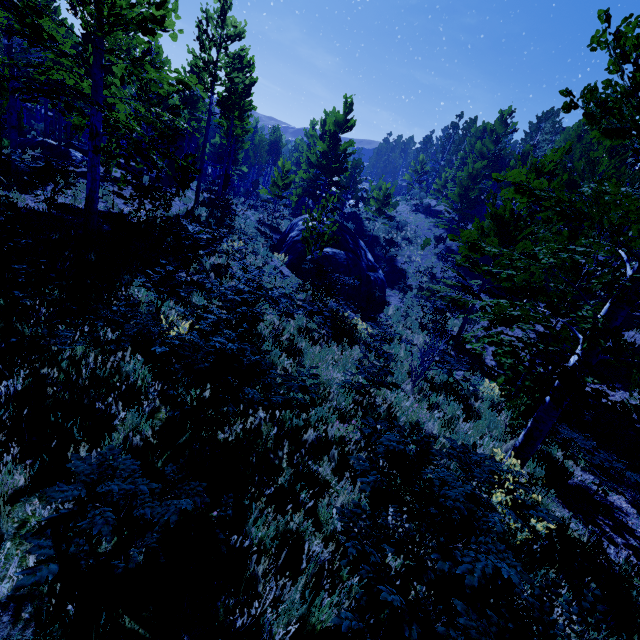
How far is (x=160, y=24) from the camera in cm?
650

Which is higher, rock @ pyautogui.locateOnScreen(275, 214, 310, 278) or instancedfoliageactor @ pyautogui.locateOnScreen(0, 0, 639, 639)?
instancedfoliageactor @ pyautogui.locateOnScreen(0, 0, 639, 639)

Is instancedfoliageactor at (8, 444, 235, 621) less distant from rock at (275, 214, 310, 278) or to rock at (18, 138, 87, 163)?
rock at (18, 138, 87, 163)

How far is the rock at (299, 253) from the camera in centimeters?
1716cm

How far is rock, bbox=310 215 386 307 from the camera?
17.1 meters

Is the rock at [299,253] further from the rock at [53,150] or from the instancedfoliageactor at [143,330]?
the rock at [53,150]
